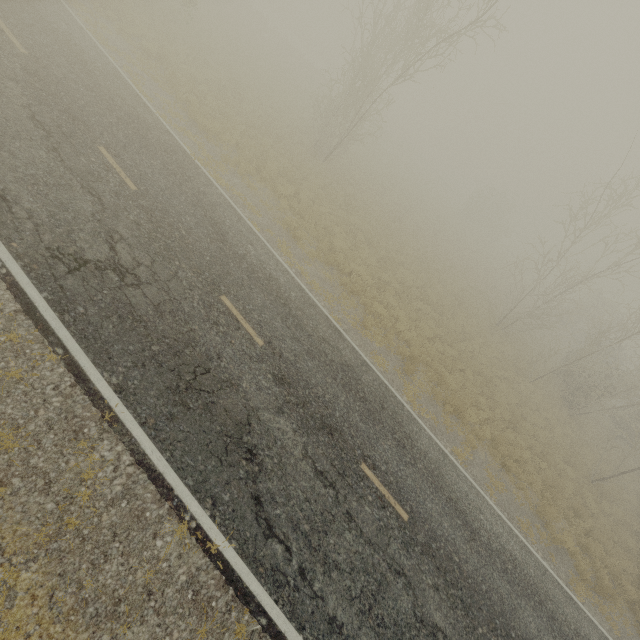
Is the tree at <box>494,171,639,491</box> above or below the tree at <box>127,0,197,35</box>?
above

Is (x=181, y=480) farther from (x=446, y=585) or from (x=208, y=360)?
(x=446, y=585)

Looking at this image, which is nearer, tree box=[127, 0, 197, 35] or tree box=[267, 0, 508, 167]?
tree box=[267, 0, 508, 167]

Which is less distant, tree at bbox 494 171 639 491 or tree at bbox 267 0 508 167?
tree at bbox 267 0 508 167

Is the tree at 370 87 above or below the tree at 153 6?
above
